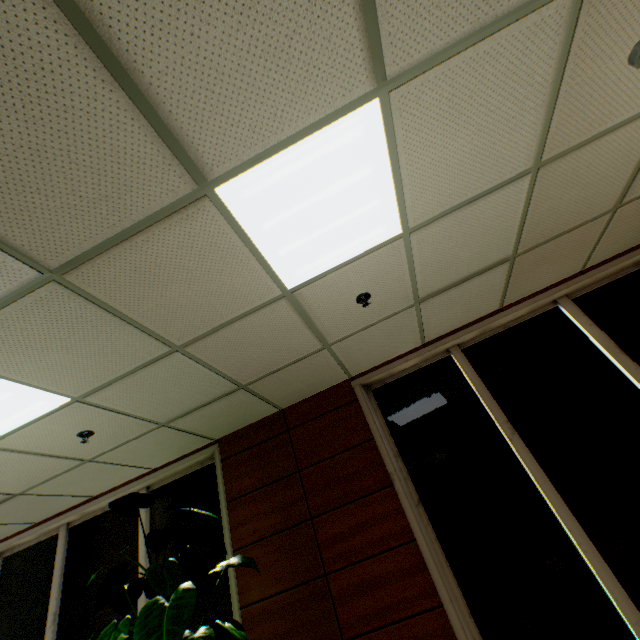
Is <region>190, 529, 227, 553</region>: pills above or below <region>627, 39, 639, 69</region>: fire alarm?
below

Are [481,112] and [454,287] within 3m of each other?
yes

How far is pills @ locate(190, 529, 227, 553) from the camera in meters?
3.1 m

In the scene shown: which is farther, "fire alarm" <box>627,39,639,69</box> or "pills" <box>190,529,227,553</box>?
"pills" <box>190,529,227,553</box>

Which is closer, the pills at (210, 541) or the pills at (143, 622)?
the pills at (143, 622)

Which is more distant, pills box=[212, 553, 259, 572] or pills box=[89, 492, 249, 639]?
pills box=[212, 553, 259, 572]

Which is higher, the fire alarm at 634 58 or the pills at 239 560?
the fire alarm at 634 58
